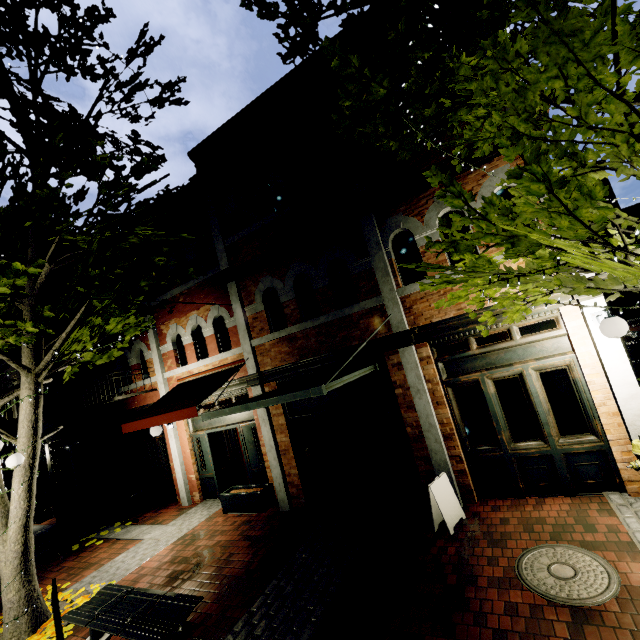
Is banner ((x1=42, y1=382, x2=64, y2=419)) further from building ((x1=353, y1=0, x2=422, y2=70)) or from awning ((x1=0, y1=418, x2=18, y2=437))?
awning ((x1=0, y1=418, x2=18, y2=437))

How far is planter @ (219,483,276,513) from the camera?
8.0m

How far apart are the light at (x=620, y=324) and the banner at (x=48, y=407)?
15.5m

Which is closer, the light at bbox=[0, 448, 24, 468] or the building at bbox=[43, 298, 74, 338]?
the light at bbox=[0, 448, 24, 468]

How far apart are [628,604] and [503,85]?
5.1m

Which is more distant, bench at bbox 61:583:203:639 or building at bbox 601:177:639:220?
building at bbox 601:177:639:220

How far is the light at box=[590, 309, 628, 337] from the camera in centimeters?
440cm

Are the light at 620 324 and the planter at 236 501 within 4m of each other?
no
